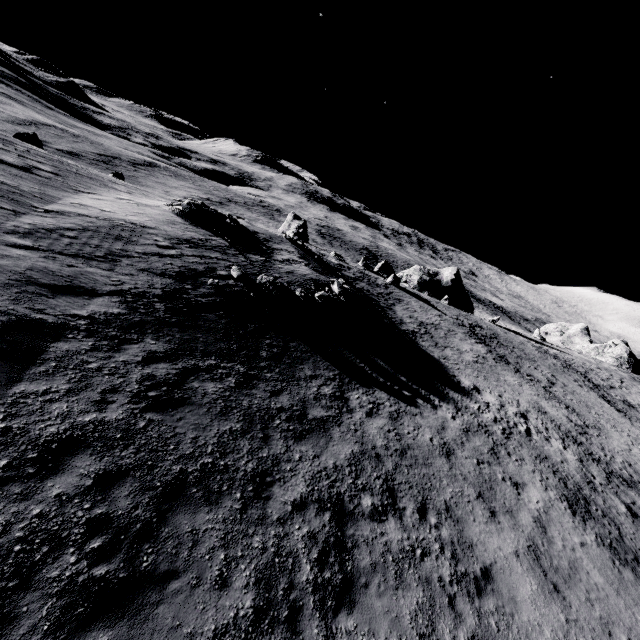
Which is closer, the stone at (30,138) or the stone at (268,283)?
the stone at (268,283)

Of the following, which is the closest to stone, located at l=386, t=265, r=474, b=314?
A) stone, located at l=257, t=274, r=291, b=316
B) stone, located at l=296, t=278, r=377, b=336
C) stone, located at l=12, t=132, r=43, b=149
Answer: stone, located at l=296, t=278, r=377, b=336

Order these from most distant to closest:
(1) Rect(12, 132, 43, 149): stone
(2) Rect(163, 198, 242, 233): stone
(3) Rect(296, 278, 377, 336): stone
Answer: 1. (1) Rect(12, 132, 43, 149): stone
2. (2) Rect(163, 198, 242, 233): stone
3. (3) Rect(296, 278, 377, 336): stone

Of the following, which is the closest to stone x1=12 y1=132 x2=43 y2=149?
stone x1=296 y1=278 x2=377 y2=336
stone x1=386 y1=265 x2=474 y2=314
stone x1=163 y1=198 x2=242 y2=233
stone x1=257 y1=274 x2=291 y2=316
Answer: stone x1=163 y1=198 x2=242 y2=233

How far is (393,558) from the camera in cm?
768

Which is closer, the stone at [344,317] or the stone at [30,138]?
the stone at [344,317]

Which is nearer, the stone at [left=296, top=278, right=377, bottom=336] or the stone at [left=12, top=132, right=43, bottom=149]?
the stone at [left=296, top=278, right=377, bottom=336]

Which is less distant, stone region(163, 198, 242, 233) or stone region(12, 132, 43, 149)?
stone region(163, 198, 242, 233)
